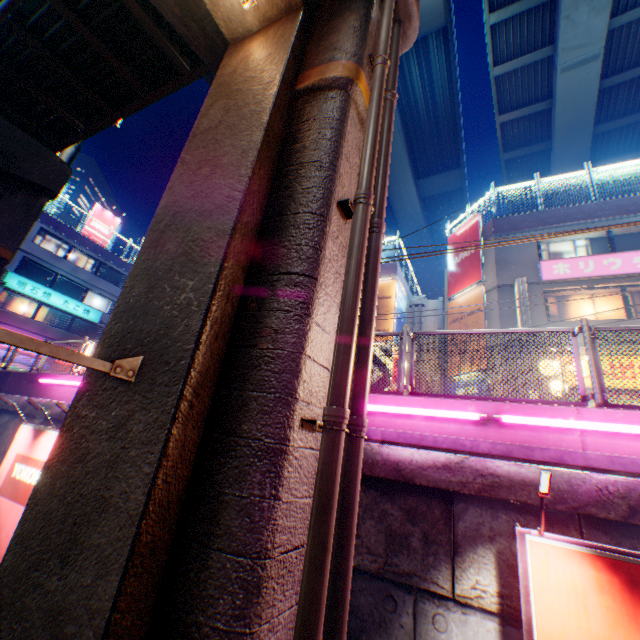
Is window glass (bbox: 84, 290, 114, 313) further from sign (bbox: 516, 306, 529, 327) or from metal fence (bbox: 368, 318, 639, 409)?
sign (bbox: 516, 306, 529, 327)

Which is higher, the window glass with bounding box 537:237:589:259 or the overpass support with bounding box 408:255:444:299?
the overpass support with bounding box 408:255:444:299

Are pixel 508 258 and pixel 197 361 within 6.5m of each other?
no

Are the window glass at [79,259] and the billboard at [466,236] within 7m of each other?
no

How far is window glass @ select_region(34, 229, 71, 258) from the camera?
28.06m

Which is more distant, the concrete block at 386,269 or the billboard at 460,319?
the concrete block at 386,269

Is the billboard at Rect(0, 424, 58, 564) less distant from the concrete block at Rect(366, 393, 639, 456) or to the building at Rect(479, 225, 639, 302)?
the concrete block at Rect(366, 393, 639, 456)

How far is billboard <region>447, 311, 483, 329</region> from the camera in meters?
15.6
